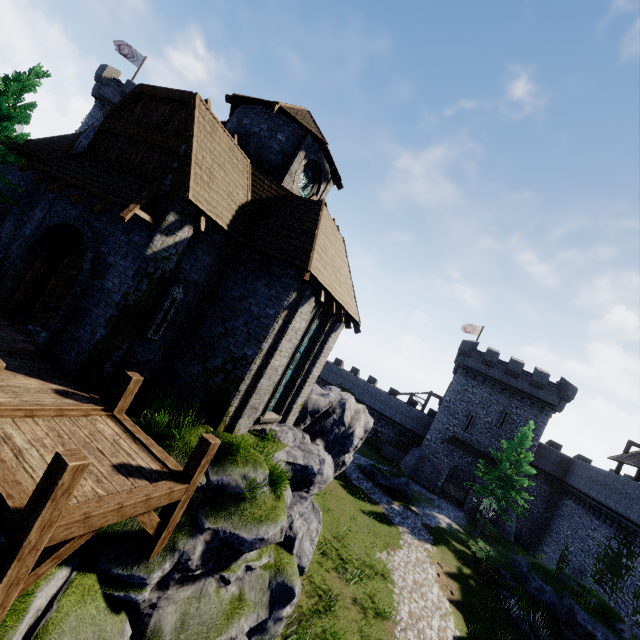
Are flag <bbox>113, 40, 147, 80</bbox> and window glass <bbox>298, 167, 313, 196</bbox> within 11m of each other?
no

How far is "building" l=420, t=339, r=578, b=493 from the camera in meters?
33.8 m

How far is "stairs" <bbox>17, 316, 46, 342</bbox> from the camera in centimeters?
1035cm

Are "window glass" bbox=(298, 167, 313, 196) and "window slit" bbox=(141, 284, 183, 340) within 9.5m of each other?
yes

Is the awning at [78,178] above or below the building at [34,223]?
above

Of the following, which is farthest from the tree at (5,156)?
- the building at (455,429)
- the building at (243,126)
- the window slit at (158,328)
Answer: the building at (455,429)

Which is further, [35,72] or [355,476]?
[355,476]

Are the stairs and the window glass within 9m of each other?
no
